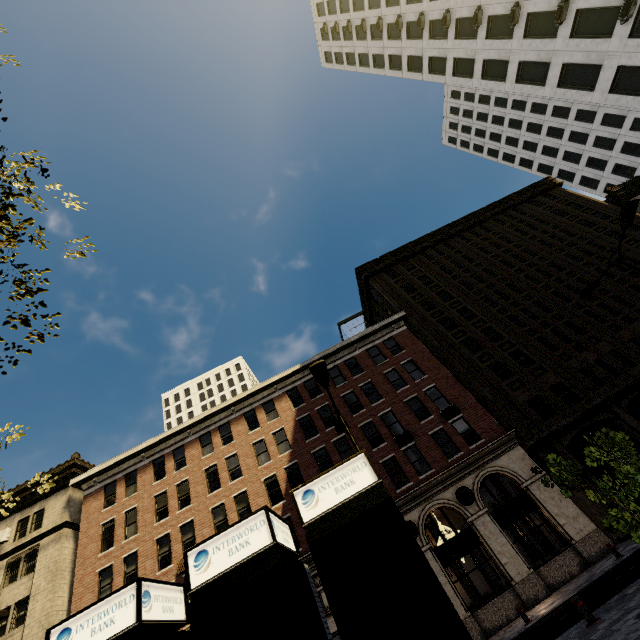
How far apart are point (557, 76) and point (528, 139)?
40.0 meters

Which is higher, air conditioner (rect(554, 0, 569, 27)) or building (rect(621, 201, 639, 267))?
air conditioner (rect(554, 0, 569, 27))

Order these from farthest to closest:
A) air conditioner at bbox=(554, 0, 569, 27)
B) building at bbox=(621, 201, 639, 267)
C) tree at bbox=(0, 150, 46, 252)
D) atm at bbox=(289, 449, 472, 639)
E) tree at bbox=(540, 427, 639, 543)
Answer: building at bbox=(621, 201, 639, 267) < air conditioner at bbox=(554, 0, 569, 27) < tree at bbox=(540, 427, 639, 543) < atm at bbox=(289, 449, 472, 639) < tree at bbox=(0, 150, 46, 252)

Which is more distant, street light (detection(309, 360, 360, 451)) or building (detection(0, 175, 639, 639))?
building (detection(0, 175, 639, 639))

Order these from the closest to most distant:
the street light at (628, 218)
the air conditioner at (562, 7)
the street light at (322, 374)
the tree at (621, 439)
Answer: the tree at (621, 439) → the street light at (322, 374) → the street light at (628, 218) → the air conditioner at (562, 7)

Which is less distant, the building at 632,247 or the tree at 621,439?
the tree at 621,439

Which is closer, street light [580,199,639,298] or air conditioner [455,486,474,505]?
street light [580,199,639,298]

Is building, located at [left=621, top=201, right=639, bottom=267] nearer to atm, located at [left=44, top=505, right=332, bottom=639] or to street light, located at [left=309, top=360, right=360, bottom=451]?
street light, located at [left=309, top=360, right=360, bottom=451]
